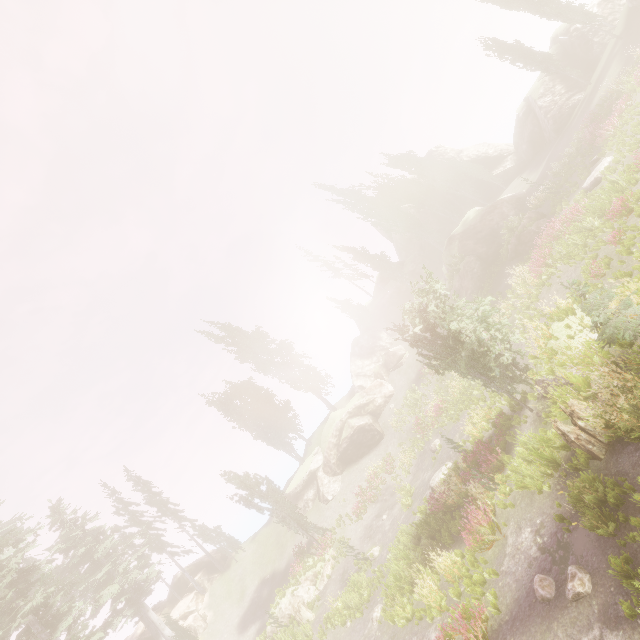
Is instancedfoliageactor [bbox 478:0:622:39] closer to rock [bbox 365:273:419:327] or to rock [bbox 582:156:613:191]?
rock [bbox 365:273:419:327]

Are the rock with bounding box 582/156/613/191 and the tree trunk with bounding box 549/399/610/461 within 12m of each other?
no

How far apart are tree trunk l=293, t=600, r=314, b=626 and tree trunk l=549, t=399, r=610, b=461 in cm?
2112

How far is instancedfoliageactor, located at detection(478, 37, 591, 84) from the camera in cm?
2902

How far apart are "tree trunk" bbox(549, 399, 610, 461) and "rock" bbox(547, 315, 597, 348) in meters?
1.7 m

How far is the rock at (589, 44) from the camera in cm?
2880

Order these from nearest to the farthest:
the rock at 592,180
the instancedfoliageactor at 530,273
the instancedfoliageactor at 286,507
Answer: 1. the instancedfoliageactor at 530,273
2. the rock at 592,180
3. the instancedfoliageactor at 286,507

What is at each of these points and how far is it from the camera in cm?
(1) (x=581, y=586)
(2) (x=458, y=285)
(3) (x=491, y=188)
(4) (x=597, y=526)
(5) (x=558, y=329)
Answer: (1) instancedfoliageactor, 712
(2) rock, 3080
(3) rock, 4409
(4) instancedfoliageactor, 750
(5) rock, 1279
